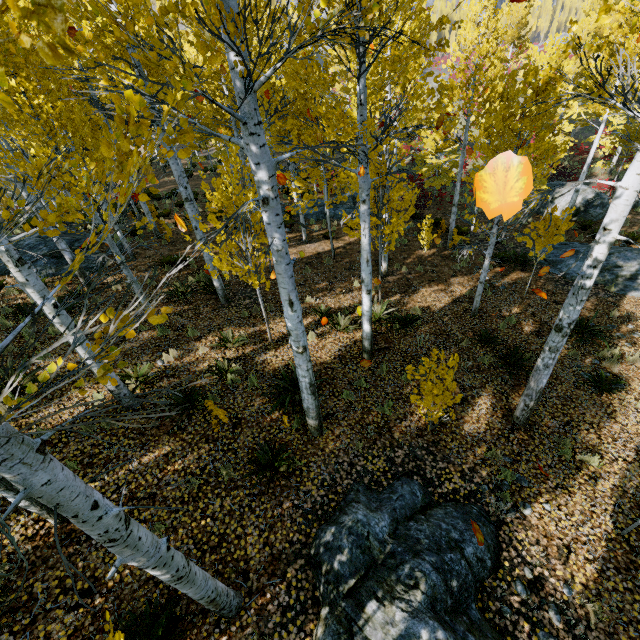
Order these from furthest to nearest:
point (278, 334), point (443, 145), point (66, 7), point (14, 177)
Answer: point (443, 145)
point (278, 334)
point (66, 7)
point (14, 177)

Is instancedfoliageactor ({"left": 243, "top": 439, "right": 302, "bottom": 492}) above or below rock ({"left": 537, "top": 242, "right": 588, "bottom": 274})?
above

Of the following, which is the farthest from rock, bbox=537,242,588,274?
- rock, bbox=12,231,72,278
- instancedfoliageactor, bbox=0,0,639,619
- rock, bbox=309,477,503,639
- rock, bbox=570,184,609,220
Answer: rock, bbox=12,231,72,278

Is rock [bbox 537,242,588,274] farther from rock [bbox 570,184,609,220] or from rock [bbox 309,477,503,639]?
rock [bbox 309,477,503,639]

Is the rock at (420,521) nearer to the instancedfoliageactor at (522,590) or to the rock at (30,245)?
the instancedfoliageactor at (522,590)

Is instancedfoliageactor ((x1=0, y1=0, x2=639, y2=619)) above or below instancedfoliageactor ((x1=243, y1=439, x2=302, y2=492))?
above

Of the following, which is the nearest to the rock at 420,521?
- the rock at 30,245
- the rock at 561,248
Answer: the rock at 561,248

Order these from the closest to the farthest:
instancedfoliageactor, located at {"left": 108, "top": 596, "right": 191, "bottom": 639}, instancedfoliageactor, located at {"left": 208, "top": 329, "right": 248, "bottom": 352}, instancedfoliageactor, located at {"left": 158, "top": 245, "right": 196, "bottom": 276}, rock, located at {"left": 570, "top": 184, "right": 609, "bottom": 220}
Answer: instancedfoliageactor, located at {"left": 158, "top": 245, "right": 196, "bottom": 276}, instancedfoliageactor, located at {"left": 108, "top": 596, "right": 191, "bottom": 639}, instancedfoliageactor, located at {"left": 208, "top": 329, "right": 248, "bottom": 352}, rock, located at {"left": 570, "top": 184, "right": 609, "bottom": 220}
